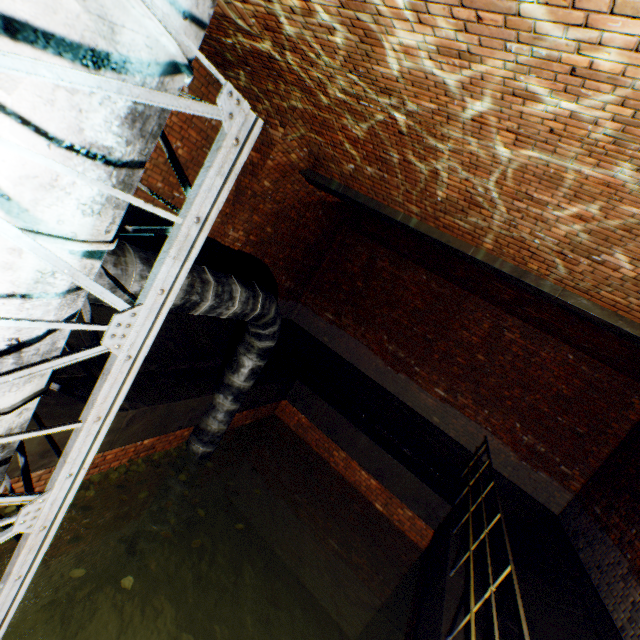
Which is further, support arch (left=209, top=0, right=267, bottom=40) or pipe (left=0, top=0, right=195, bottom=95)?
support arch (left=209, top=0, right=267, bottom=40)

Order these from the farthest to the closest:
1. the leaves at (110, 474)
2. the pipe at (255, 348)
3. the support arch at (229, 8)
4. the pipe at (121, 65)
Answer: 1. the leaves at (110, 474)
2. the pipe at (255, 348)
3. the support arch at (229, 8)
4. the pipe at (121, 65)

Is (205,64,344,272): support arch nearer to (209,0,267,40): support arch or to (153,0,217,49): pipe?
(209,0,267,40): support arch

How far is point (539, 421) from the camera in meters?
8.3 m

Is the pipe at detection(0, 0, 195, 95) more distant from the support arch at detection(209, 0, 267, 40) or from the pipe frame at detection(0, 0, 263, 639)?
the support arch at detection(209, 0, 267, 40)

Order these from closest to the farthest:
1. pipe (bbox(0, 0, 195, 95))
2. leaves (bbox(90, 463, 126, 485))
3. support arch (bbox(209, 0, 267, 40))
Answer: pipe (bbox(0, 0, 195, 95)) → support arch (bbox(209, 0, 267, 40)) → leaves (bbox(90, 463, 126, 485))

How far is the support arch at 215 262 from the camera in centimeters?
460cm
